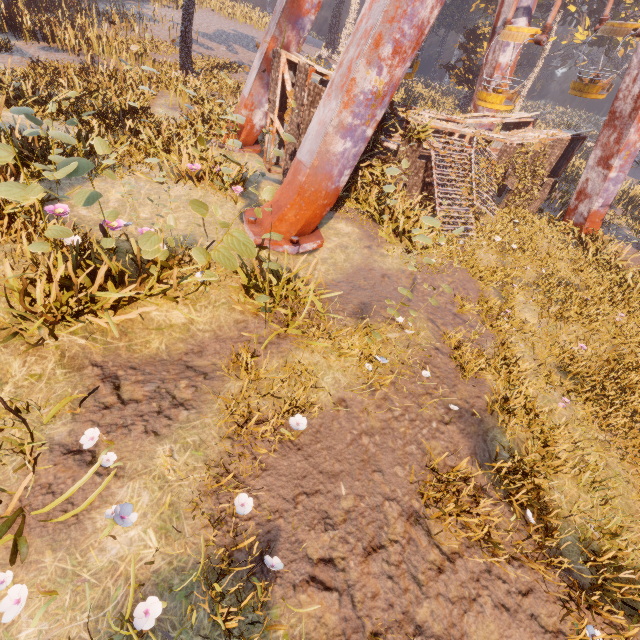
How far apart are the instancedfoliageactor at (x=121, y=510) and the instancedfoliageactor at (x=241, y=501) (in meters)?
1.03

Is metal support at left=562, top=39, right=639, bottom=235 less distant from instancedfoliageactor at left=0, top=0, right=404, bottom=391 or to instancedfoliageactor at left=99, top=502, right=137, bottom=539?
instancedfoliageactor at left=0, top=0, right=404, bottom=391

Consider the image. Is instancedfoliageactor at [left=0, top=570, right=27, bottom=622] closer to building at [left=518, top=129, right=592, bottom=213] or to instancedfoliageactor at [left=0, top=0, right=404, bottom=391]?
instancedfoliageactor at [left=0, top=0, right=404, bottom=391]

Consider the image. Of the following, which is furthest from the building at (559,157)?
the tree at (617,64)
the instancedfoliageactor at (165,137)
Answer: the tree at (617,64)

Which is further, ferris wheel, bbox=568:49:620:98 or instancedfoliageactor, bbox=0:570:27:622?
ferris wheel, bbox=568:49:620:98

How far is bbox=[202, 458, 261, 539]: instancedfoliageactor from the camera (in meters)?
3.74

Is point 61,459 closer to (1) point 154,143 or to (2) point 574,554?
(2) point 574,554

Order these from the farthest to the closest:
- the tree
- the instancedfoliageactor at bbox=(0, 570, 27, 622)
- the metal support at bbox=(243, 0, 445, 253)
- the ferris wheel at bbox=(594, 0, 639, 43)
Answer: the tree < the ferris wheel at bbox=(594, 0, 639, 43) < the metal support at bbox=(243, 0, 445, 253) < the instancedfoliageactor at bbox=(0, 570, 27, 622)
